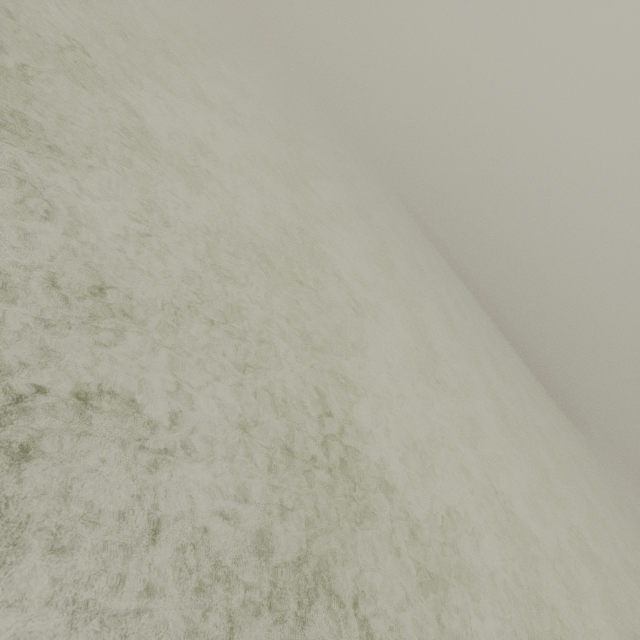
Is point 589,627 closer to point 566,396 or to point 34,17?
point 34,17
